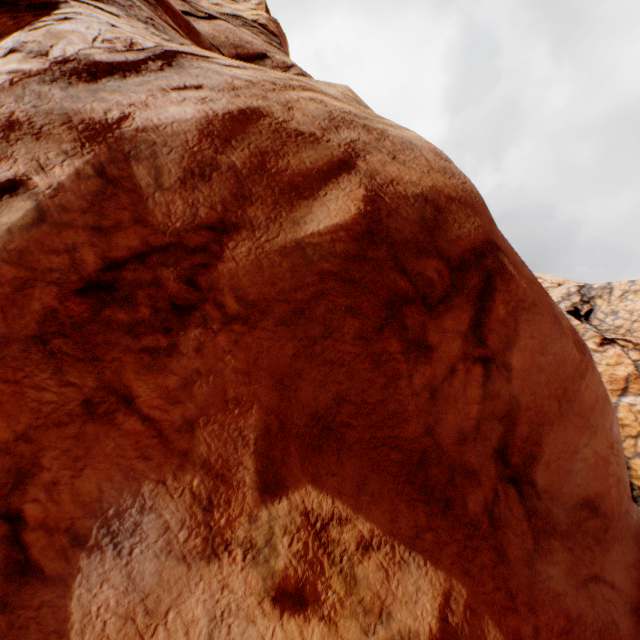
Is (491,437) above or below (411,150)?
below
